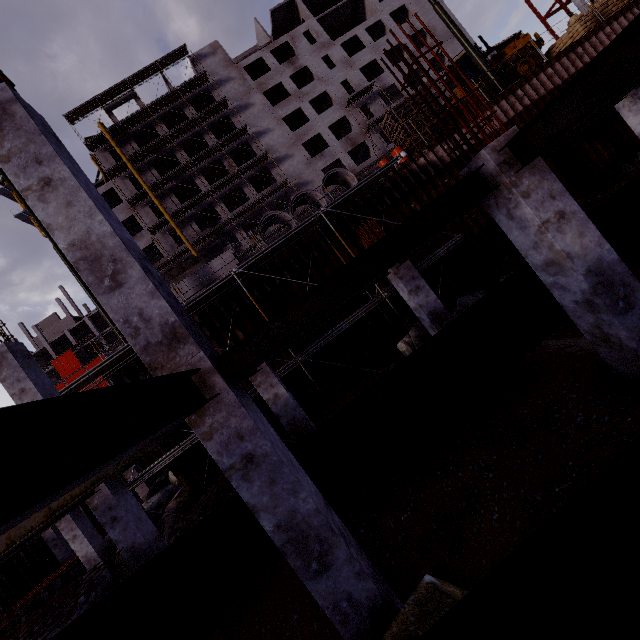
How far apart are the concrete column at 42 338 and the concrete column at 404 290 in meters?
68.6

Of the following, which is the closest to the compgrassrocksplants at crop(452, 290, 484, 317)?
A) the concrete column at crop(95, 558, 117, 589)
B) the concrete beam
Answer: the concrete beam

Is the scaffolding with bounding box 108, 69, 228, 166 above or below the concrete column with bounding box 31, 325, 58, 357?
above

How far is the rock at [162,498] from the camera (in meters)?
14.09

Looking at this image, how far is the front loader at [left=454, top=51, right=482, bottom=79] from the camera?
18.9 meters

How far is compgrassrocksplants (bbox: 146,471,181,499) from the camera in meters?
16.4 m

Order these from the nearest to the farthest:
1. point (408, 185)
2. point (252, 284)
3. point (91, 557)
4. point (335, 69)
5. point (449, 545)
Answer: point (449, 545)
point (91, 557)
point (252, 284)
point (408, 185)
point (335, 69)

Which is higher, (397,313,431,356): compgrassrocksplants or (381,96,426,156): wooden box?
(381,96,426,156): wooden box
